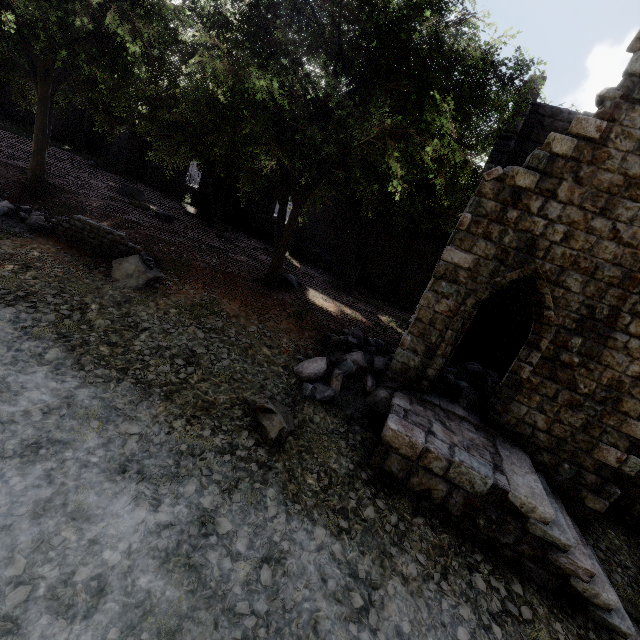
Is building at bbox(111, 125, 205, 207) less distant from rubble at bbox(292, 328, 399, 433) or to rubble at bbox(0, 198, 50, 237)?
rubble at bbox(292, 328, 399, 433)

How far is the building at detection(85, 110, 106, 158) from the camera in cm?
2816

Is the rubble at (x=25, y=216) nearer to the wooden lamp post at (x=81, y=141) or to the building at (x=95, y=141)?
the building at (x=95, y=141)

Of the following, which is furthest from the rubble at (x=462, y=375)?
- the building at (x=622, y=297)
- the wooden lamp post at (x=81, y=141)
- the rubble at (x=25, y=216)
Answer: Answer: the wooden lamp post at (x=81, y=141)

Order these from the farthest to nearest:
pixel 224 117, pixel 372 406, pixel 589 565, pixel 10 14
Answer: pixel 224 117, pixel 372 406, pixel 10 14, pixel 589 565

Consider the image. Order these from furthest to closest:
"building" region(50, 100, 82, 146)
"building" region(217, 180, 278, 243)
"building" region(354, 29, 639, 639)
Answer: "building" region(50, 100, 82, 146) → "building" region(217, 180, 278, 243) → "building" region(354, 29, 639, 639)
